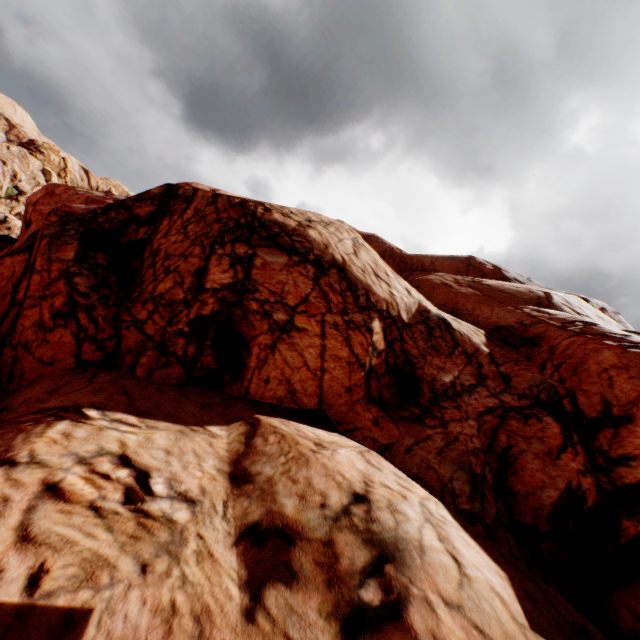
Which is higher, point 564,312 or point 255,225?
point 564,312
